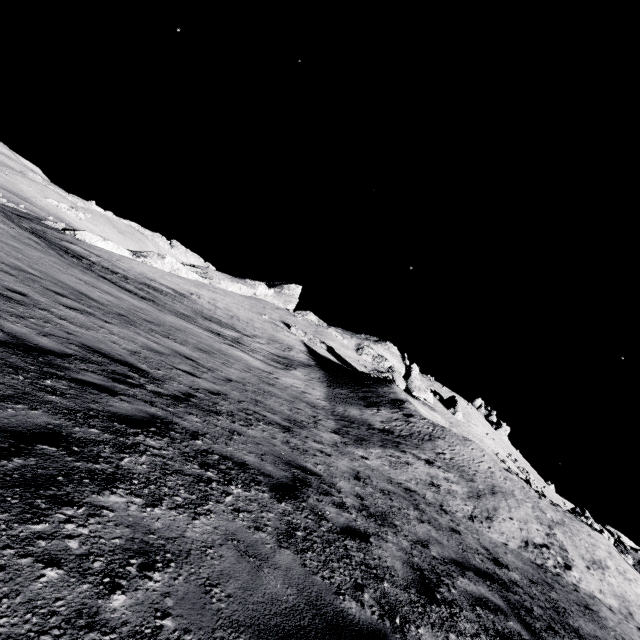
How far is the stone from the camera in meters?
50.8 m

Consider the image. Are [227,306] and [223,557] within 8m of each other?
no

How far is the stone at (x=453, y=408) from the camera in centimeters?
5078cm
